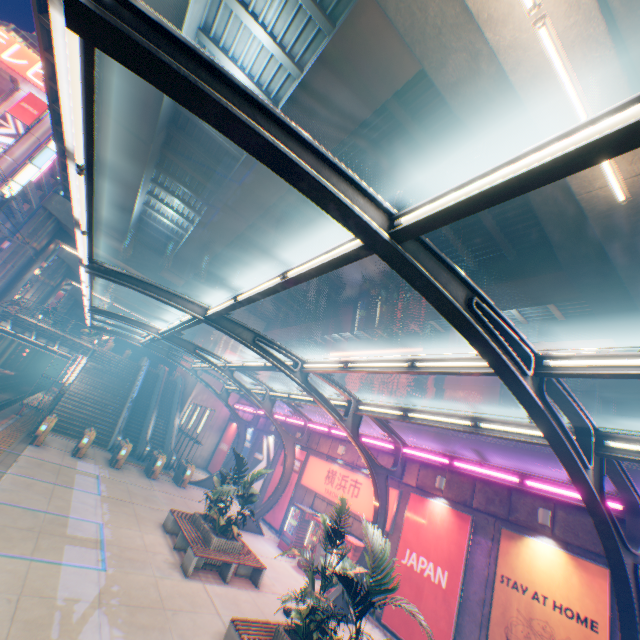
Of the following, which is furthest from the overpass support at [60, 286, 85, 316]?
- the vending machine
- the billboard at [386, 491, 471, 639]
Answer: the vending machine

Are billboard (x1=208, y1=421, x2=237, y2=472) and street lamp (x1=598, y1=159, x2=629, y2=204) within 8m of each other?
no

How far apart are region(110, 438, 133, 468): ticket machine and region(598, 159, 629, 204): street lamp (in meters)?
22.82

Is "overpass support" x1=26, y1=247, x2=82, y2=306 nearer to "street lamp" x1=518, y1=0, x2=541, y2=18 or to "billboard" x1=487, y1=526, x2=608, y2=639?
"street lamp" x1=518, y1=0, x2=541, y2=18

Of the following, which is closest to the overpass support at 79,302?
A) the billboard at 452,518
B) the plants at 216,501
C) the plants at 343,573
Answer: the billboard at 452,518

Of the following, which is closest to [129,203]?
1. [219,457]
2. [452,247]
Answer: [452,247]

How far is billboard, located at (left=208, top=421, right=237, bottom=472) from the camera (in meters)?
27.20

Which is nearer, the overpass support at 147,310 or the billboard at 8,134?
the overpass support at 147,310
